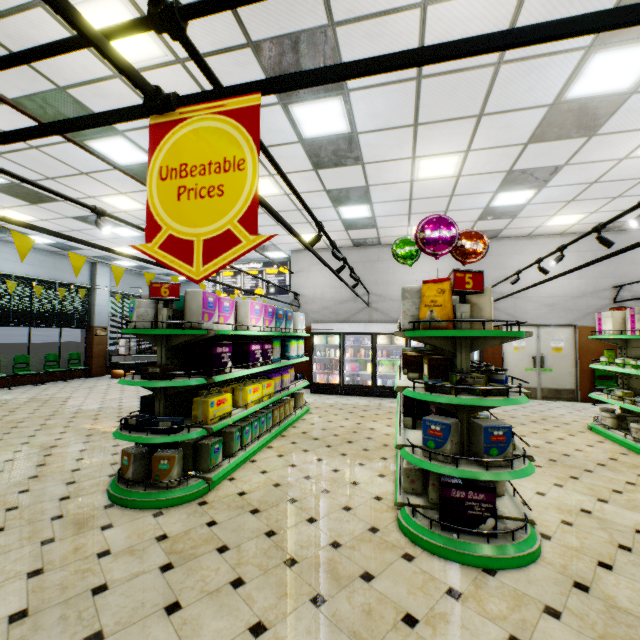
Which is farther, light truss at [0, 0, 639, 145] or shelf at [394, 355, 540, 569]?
shelf at [394, 355, 540, 569]

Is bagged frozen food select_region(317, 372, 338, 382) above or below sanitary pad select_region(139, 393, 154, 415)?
below

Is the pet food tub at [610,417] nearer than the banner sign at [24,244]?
No

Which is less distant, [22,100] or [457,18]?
[457,18]

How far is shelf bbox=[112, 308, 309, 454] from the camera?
3.6 meters

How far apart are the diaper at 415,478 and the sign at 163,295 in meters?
3.3

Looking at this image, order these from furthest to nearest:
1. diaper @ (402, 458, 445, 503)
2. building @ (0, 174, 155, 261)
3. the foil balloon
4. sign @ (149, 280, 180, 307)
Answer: building @ (0, 174, 155, 261), the foil balloon, sign @ (149, 280, 180, 307), diaper @ (402, 458, 445, 503)

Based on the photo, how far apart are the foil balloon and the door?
5.7m
